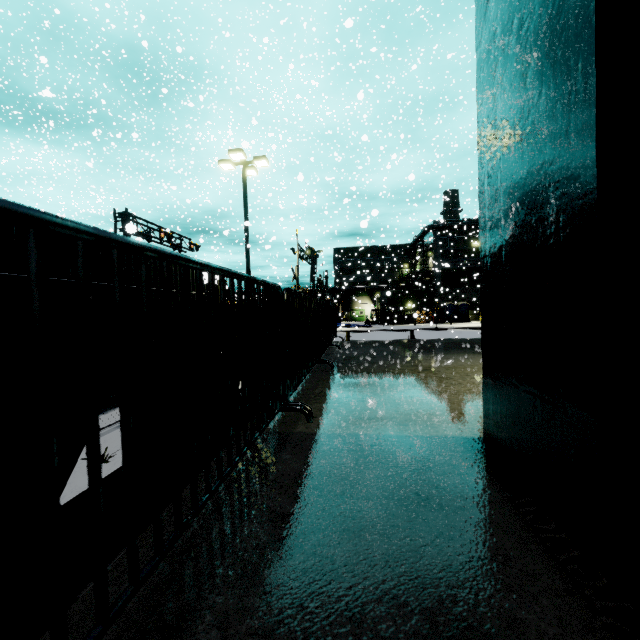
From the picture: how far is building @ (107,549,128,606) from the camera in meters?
0.9 m

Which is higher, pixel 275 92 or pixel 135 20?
pixel 275 92

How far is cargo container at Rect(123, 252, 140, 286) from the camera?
8.7m

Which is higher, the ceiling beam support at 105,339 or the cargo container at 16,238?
the cargo container at 16,238

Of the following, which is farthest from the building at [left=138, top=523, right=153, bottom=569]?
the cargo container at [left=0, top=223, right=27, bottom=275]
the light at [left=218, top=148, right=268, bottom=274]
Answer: the light at [left=218, top=148, right=268, bottom=274]

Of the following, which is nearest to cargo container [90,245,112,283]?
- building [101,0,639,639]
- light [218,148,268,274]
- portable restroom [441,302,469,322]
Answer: building [101,0,639,639]

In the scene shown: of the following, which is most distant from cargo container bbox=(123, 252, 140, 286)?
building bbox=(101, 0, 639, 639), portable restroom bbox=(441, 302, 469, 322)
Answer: portable restroom bbox=(441, 302, 469, 322)

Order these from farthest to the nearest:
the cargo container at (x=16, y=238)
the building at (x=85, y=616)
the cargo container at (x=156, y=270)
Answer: the cargo container at (x=156, y=270) → the cargo container at (x=16, y=238) → the building at (x=85, y=616)
